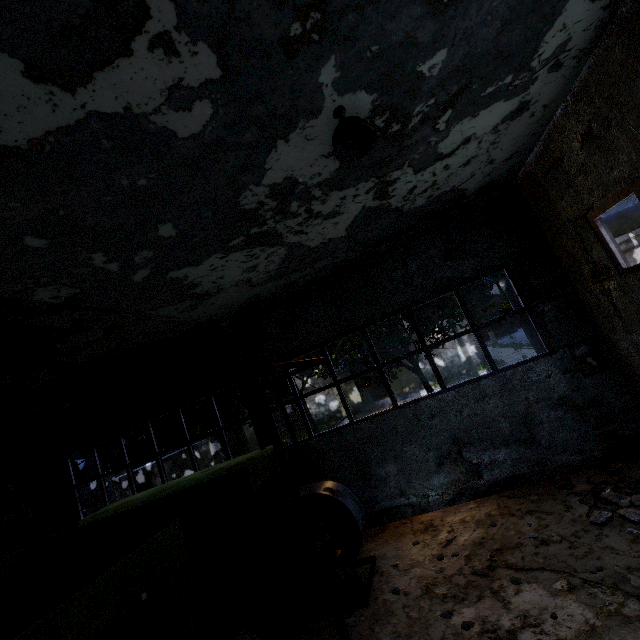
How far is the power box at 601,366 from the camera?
7.32m

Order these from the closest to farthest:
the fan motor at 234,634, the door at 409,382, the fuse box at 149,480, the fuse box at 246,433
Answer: the fan motor at 234,634 → the fuse box at 149,480 → the fuse box at 246,433 → the door at 409,382

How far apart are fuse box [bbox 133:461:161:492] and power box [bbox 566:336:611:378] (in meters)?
17.54

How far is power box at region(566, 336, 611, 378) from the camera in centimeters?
→ 732cm

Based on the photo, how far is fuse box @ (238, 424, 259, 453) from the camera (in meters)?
23.91

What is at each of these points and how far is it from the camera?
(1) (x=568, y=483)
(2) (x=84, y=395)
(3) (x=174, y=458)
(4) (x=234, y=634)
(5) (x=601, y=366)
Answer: (1) concrete debris, 6.9 meters
(2) pipe, 2.1 meters
(3) fuse box, 17.4 meters
(4) fan motor, 3.5 meters
(5) power box, 7.3 meters

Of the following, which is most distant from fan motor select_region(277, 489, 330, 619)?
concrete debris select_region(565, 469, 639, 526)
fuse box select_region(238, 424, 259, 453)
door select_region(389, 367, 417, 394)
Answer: door select_region(389, 367, 417, 394)

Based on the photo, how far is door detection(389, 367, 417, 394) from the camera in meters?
30.0
